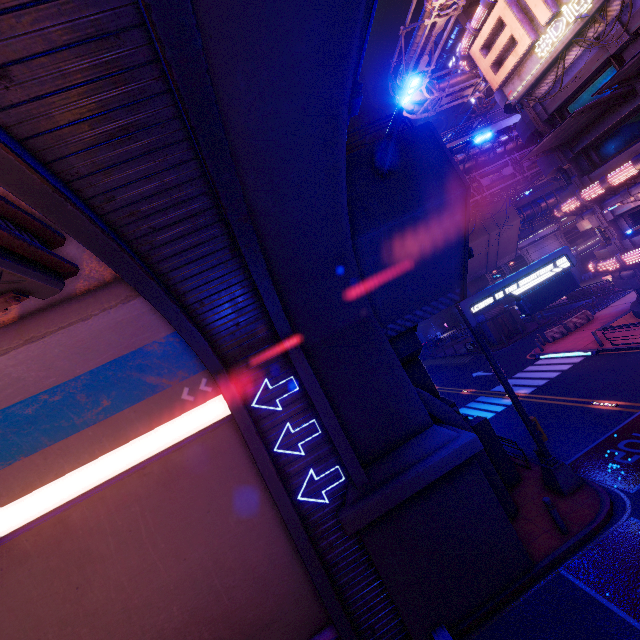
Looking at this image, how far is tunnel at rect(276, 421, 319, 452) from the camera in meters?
9.1 m

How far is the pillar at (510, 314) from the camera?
34.7m

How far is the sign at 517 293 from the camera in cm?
1101

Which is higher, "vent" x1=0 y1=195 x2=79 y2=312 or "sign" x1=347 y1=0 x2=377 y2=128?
"sign" x1=347 y1=0 x2=377 y2=128

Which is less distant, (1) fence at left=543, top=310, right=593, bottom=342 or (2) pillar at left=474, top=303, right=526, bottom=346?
(1) fence at left=543, top=310, right=593, bottom=342

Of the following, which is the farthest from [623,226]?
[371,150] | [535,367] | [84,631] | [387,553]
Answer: [84,631]

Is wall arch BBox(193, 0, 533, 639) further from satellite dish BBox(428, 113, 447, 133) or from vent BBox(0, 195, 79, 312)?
satellite dish BBox(428, 113, 447, 133)

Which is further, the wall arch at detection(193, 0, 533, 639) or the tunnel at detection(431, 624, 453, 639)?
the tunnel at detection(431, 624, 453, 639)
